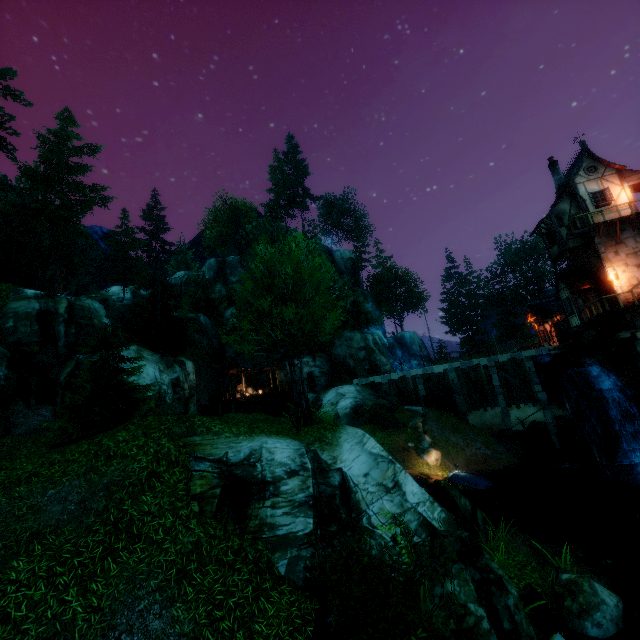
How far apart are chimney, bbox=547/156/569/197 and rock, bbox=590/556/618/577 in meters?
25.5 m

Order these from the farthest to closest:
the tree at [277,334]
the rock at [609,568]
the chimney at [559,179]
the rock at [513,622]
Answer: the chimney at [559,179] < the tree at [277,334] < the rock at [609,568] < the rock at [513,622]

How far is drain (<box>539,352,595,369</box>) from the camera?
22.12m

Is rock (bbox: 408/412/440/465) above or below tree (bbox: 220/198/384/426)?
below

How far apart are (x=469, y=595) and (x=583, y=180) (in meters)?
28.84

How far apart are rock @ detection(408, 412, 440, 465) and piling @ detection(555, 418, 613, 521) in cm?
880

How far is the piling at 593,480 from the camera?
19.5 meters

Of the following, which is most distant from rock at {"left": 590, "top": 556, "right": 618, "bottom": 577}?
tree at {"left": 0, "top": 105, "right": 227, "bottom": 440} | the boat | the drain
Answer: the drain
